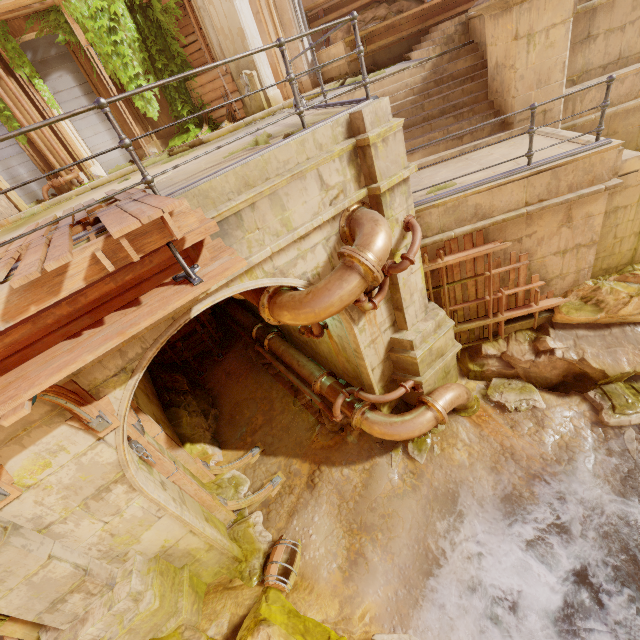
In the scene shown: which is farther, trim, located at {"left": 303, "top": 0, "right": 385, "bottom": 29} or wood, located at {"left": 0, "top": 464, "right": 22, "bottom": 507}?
trim, located at {"left": 303, "top": 0, "right": 385, "bottom": 29}

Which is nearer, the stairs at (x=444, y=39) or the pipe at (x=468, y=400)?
the pipe at (x=468, y=400)

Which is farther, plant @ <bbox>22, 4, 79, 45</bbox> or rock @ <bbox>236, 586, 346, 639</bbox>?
plant @ <bbox>22, 4, 79, 45</bbox>

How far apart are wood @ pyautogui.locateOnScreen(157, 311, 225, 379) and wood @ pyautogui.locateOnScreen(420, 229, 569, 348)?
7.7m

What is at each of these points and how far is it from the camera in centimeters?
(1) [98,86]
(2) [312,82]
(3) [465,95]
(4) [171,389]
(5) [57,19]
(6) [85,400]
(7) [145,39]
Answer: (1) column, 1076cm
(2) column, 1288cm
(3) stairs, 796cm
(4) rock, 1011cm
(5) plant, 967cm
(6) wood, 359cm
(7) plant, 1064cm

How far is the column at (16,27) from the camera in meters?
9.4 m

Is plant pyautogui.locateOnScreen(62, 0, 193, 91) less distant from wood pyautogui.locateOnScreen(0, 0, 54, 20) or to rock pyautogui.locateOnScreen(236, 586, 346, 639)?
wood pyautogui.locateOnScreen(0, 0, 54, 20)

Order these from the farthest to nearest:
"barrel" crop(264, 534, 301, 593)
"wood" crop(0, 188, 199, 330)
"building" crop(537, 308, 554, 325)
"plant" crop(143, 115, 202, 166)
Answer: "plant" crop(143, 115, 202, 166), "building" crop(537, 308, 554, 325), "barrel" crop(264, 534, 301, 593), "wood" crop(0, 188, 199, 330)
